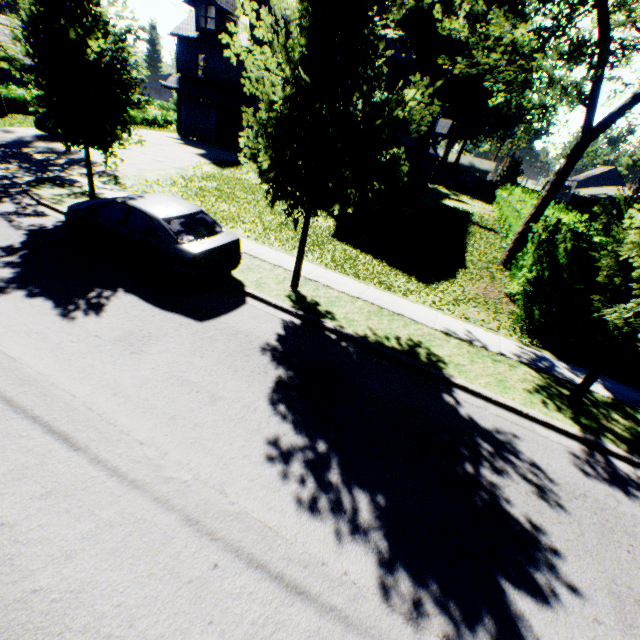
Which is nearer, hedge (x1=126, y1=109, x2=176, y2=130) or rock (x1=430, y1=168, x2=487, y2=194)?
hedge (x1=126, y1=109, x2=176, y2=130)

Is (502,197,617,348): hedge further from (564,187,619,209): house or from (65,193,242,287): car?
(564,187,619,209): house

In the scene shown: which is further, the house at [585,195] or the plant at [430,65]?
the plant at [430,65]

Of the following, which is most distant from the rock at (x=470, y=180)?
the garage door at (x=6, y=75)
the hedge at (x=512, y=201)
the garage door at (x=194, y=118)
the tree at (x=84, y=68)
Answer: the garage door at (x=6, y=75)

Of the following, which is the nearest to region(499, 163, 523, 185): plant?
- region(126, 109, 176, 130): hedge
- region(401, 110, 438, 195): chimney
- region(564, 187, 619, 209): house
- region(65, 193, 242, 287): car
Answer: region(126, 109, 176, 130): hedge

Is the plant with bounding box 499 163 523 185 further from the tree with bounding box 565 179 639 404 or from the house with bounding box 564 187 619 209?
the house with bounding box 564 187 619 209

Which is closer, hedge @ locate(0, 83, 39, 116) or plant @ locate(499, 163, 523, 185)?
hedge @ locate(0, 83, 39, 116)

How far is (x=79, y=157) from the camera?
16.4 meters
